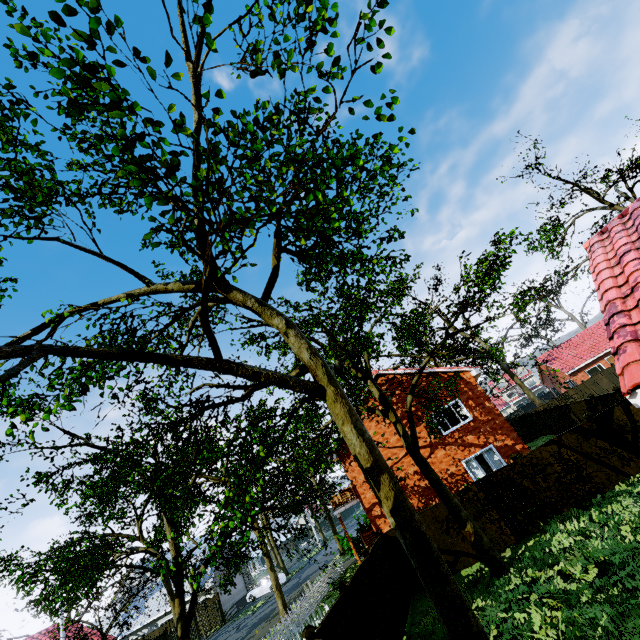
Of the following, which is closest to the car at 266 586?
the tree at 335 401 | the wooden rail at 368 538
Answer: the tree at 335 401

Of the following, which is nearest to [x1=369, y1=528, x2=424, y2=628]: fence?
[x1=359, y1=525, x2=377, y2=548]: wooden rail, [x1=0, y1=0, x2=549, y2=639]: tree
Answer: [x1=0, y1=0, x2=549, y2=639]: tree

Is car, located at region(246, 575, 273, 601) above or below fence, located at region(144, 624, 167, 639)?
below

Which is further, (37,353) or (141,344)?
(141,344)

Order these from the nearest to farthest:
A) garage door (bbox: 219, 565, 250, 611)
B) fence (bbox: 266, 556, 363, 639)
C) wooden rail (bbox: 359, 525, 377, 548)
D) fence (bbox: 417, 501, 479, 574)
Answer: fence (bbox: 266, 556, 363, 639) < fence (bbox: 417, 501, 479, 574) < wooden rail (bbox: 359, 525, 377, 548) < garage door (bbox: 219, 565, 250, 611)

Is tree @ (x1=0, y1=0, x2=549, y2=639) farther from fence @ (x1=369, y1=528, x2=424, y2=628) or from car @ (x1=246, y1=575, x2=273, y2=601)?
car @ (x1=246, y1=575, x2=273, y2=601)

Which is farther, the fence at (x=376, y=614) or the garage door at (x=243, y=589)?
the garage door at (x=243, y=589)

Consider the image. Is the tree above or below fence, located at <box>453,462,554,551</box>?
above
